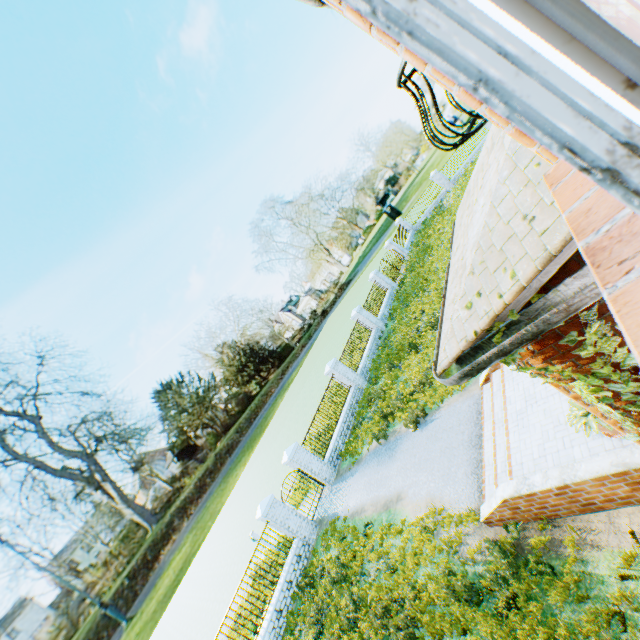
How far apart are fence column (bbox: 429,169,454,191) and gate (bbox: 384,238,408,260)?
6.85m

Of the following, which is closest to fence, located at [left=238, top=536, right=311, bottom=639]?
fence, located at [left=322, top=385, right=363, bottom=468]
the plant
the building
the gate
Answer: fence, located at [left=322, top=385, right=363, bottom=468]

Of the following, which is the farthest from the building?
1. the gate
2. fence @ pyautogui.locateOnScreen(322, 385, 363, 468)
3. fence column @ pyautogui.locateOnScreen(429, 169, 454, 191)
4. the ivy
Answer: fence column @ pyautogui.locateOnScreen(429, 169, 454, 191)

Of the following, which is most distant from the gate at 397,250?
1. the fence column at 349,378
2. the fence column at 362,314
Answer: the fence column at 349,378

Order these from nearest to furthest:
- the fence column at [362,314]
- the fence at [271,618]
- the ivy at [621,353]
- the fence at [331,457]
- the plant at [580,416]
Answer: the ivy at [621,353] < the plant at [580,416] < the fence at [271,618] < the fence at [331,457] < the fence column at [362,314]

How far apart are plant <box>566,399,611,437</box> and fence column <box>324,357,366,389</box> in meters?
13.5

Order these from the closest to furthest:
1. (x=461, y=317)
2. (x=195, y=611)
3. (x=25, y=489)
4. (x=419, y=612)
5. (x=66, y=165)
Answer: (x=461, y=317) < (x=419, y=612) < (x=195, y=611) < (x=25, y=489) < (x=66, y=165)

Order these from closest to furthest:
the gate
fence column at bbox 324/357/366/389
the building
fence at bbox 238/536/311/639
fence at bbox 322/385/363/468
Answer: the building < fence at bbox 238/536/311/639 < fence at bbox 322/385/363/468 < fence column at bbox 324/357/366/389 < the gate
